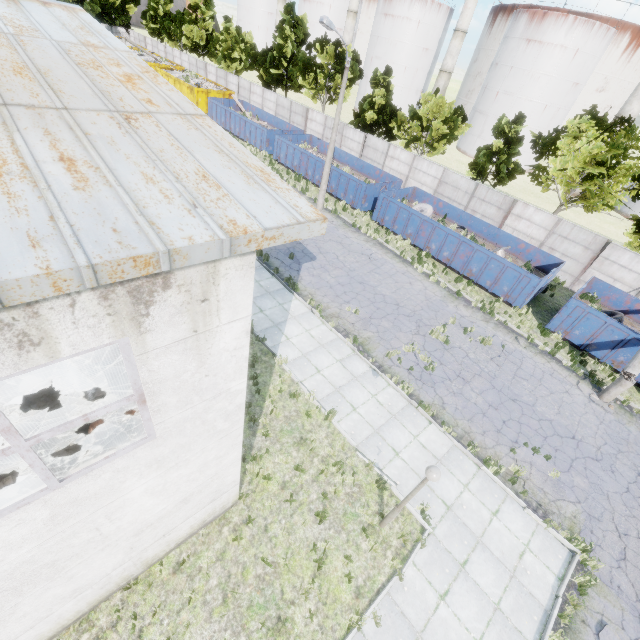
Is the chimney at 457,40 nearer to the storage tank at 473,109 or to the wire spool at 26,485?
the storage tank at 473,109

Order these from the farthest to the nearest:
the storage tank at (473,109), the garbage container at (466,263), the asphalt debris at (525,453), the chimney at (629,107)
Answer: the storage tank at (473,109)
the chimney at (629,107)
the garbage container at (466,263)
the asphalt debris at (525,453)

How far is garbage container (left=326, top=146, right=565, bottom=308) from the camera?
18.4 meters

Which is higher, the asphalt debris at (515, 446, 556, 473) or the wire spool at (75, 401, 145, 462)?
the wire spool at (75, 401, 145, 462)

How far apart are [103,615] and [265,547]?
3.4 meters

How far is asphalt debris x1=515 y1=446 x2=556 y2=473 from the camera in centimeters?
1111cm

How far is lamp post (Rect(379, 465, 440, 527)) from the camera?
6.50m
